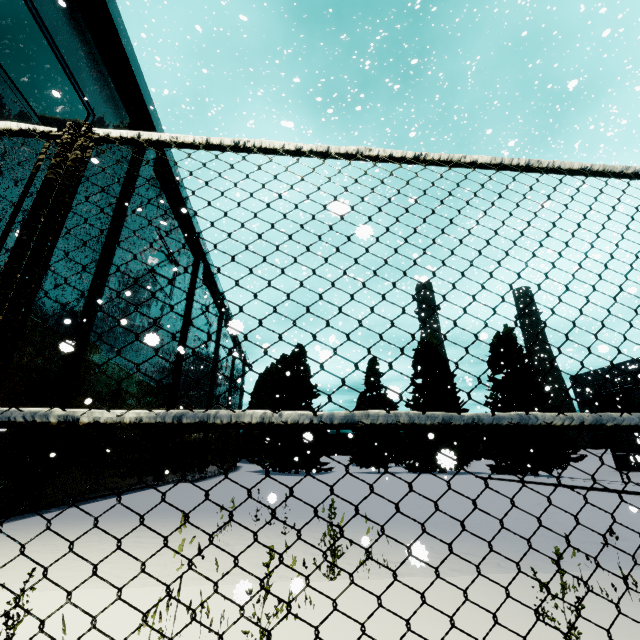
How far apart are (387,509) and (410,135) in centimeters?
1017cm

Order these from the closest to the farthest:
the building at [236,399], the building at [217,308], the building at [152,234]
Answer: the building at [152,234] → the building at [217,308] → the building at [236,399]

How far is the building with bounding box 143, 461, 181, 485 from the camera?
17.3 meters

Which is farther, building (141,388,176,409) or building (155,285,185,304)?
building (155,285,185,304)

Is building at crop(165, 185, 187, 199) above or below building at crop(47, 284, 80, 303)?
above

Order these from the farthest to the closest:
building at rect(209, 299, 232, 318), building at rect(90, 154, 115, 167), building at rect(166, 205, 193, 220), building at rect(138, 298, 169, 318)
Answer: building at rect(209, 299, 232, 318), building at rect(166, 205, 193, 220), building at rect(138, 298, 169, 318), building at rect(90, 154, 115, 167)

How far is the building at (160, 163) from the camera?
15.5m
